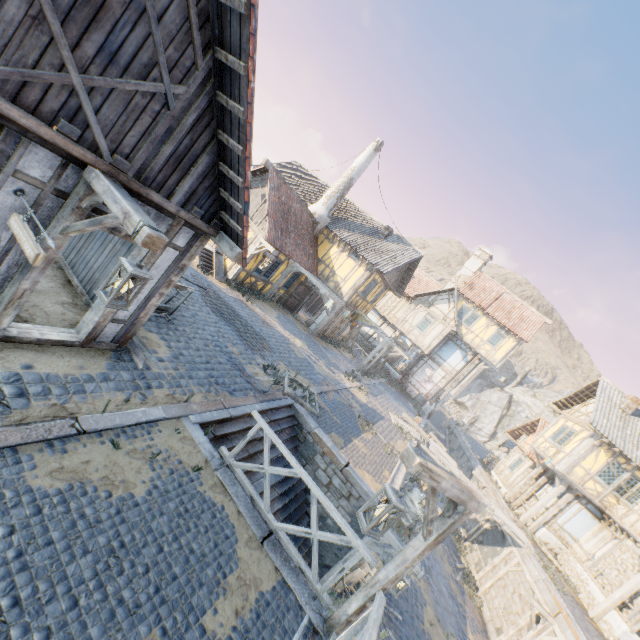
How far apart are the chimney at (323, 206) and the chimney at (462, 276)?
14.4m

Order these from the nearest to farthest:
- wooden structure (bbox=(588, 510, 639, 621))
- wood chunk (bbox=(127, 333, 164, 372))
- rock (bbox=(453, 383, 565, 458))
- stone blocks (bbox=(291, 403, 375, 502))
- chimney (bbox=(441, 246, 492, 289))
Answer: wood chunk (bbox=(127, 333, 164, 372)), stone blocks (bbox=(291, 403, 375, 502)), wooden structure (bbox=(588, 510, 639, 621)), chimney (bbox=(441, 246, 492, 289)), rock (bbox=(453, 383, 565, 458))

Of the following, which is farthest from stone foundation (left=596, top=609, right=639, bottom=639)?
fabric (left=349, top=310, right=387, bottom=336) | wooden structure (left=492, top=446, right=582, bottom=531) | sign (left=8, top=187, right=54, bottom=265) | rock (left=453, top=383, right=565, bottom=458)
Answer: sign (left=8, top=187, right=54, bottom=265)

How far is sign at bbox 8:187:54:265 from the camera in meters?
3.3 m

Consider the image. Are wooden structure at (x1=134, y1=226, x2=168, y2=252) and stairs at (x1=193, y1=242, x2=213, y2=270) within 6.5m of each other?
no

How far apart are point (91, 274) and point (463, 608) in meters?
19.1 m

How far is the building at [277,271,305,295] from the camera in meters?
19.9

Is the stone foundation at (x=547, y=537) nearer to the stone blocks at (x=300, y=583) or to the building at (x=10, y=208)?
the stone blocks at (x=300, y=583)
